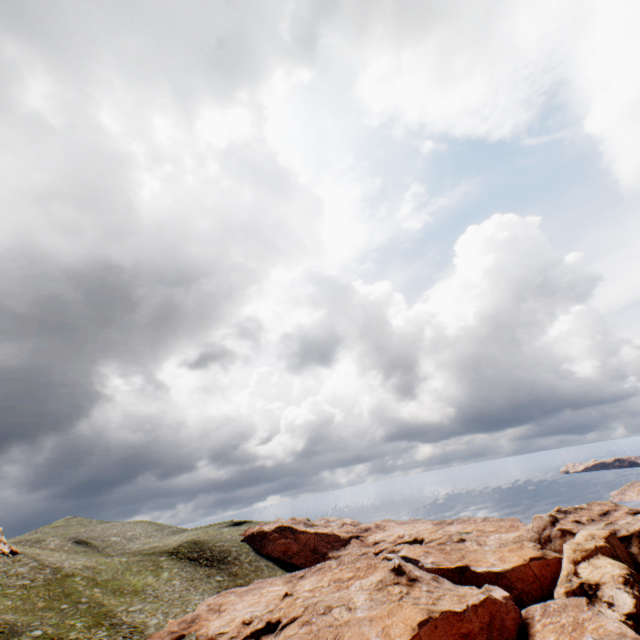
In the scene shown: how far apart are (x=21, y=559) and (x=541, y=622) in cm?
8470
